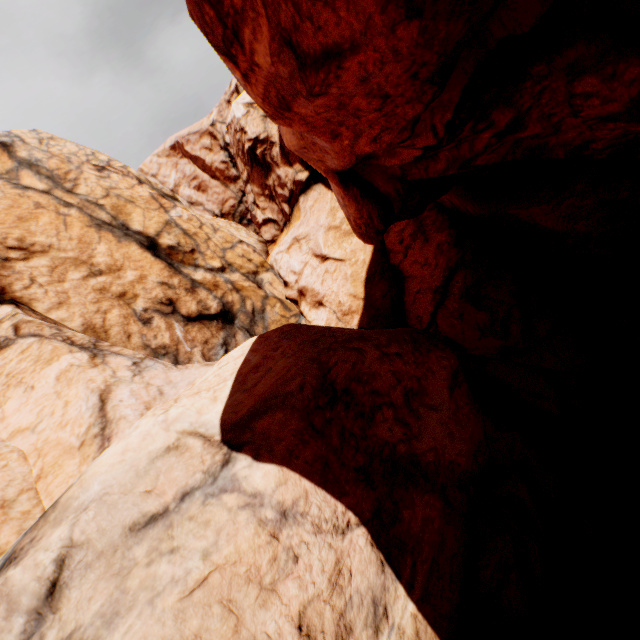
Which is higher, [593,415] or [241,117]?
[241,117]
